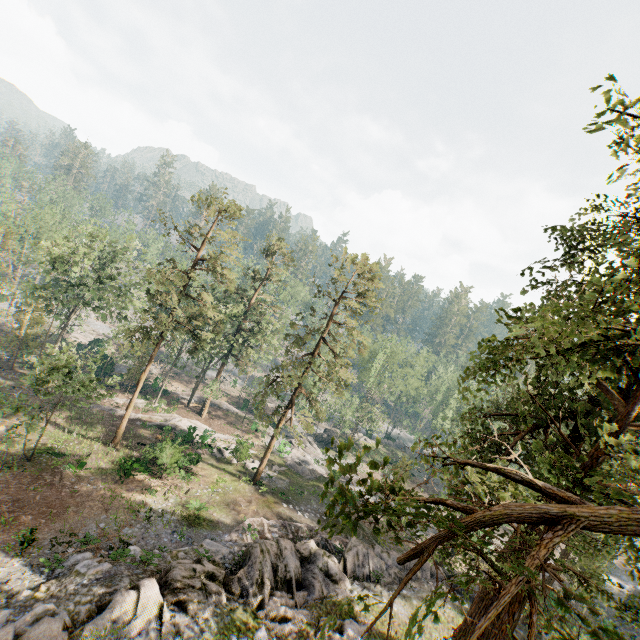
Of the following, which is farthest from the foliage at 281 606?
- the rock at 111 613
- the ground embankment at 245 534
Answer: the ground embankment at 245 534

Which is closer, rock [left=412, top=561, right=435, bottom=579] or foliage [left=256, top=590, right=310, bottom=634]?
foliage [left=256, top=590, right=310, bottom=634]

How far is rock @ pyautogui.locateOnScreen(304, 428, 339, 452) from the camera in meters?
51.3 m

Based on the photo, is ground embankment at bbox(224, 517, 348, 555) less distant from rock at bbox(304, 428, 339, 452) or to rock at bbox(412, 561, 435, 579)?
rock at bbox(412, 561, 435, 579)

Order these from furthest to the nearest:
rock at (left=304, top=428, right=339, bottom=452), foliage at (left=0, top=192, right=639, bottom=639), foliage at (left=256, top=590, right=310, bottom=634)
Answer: rock at (left=304, top=428, right=339, bottom=452)
foliage at (left=256, top=590, right=310, bottom=634)
foliage at (left=0, top=192, right=639, bottom=639)

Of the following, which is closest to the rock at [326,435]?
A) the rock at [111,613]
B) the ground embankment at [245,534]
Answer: the ground embankment at [245,534]

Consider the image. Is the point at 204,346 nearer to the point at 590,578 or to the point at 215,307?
the point at 215,307

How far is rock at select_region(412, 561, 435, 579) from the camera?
21.5m
